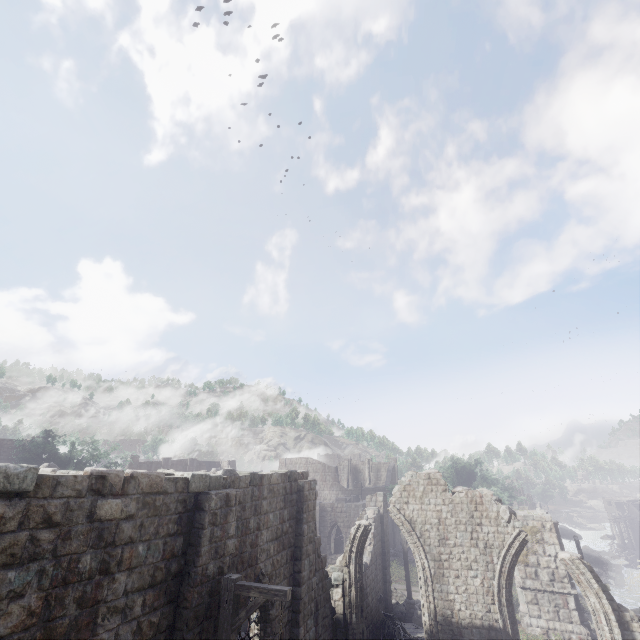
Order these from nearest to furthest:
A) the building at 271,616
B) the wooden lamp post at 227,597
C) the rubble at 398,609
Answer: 1. the wooden lamp post at 227,597
2. the building at 271,616
3. the rubble at 398,609

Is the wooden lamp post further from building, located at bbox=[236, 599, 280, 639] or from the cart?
the cart

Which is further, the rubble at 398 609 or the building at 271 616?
the rubble at 398 609

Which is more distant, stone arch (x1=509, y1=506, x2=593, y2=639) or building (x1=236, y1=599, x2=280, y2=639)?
stone arch (x1=509, y1=506, x2=593, y2=639)

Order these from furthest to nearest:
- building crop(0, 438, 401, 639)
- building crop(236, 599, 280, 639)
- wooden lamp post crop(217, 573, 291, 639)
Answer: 1. building crop(236, 599, 280, 639)
2. wooden lamp post crop(217, 573, 291, 639)
3. building crop(0, 438, 401, 639)

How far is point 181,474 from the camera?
8.28m

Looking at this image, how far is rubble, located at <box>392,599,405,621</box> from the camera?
20.2m

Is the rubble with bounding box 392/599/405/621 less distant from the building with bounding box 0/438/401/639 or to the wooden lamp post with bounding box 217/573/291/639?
the building with bounding box 0/438/401/639
